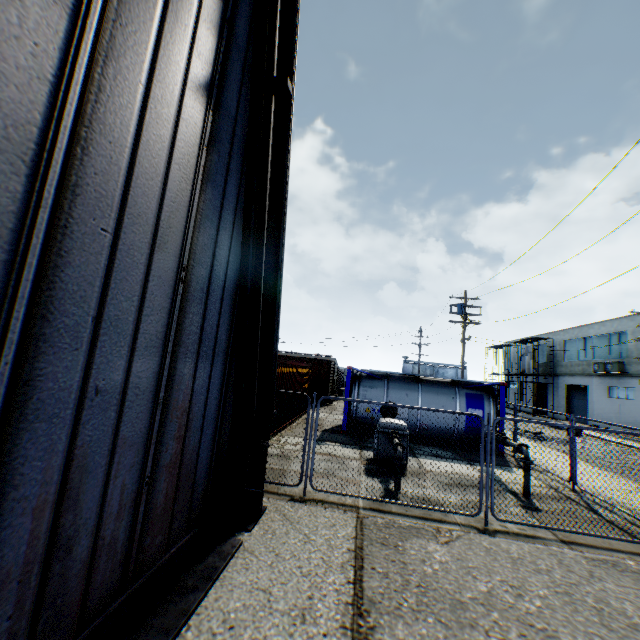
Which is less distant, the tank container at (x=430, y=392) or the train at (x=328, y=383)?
the tank container at (x=430, y=392)

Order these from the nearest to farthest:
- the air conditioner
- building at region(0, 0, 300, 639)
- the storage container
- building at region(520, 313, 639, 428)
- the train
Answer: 1. building at region(0, 0, 300, 639)
2. the storage container
3. the train
4. building at region(520, 313, 639, 428)
5. the air conditioner

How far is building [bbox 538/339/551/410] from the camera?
37.9m

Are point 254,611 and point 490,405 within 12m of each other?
no

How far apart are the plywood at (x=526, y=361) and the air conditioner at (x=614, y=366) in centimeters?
836cm

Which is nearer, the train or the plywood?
the train

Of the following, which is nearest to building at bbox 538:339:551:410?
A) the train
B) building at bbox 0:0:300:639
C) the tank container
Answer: the tank container

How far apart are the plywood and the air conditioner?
8.4m
